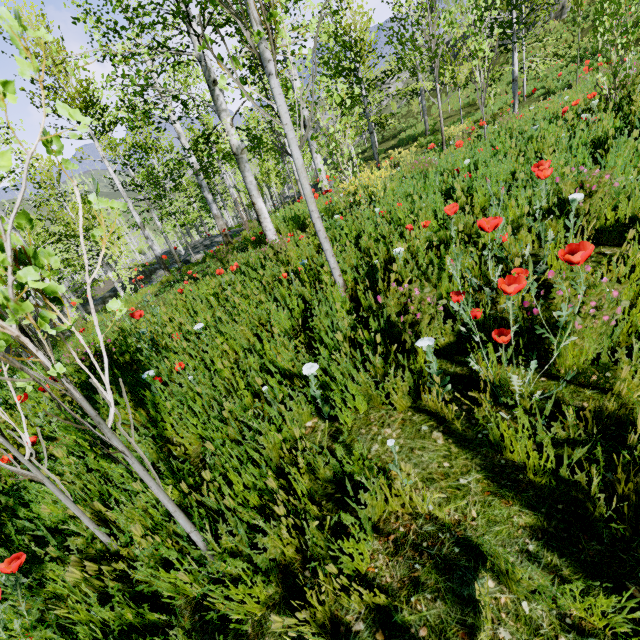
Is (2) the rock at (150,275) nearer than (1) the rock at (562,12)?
No

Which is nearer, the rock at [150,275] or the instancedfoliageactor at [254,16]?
the instancedfoliageactor at [254,16]

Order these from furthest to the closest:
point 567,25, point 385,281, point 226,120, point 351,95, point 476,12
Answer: point 476,12 → point 567,25 → point 351,95 → point 226,120 → point 385,281

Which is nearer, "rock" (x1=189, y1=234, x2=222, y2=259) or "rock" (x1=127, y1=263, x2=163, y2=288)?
"rock" (x1=189, y1=234, x2=222, y2=259)

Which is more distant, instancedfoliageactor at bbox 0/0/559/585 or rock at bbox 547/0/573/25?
rock at bbox 547/0/573/25

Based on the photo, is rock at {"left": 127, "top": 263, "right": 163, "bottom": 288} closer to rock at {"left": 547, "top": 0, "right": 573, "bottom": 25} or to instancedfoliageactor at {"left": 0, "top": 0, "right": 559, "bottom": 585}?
rock at {"left": 547, "top": 0, "right": 573, "bottom": 25}
